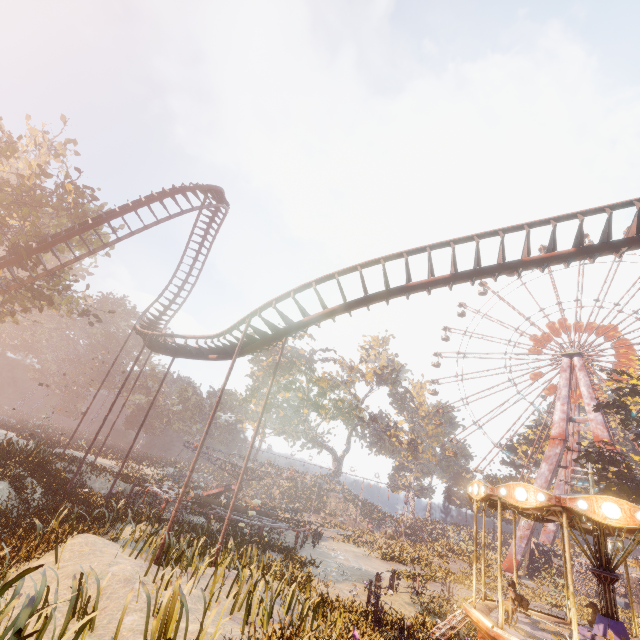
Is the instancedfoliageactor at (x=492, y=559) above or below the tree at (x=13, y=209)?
below

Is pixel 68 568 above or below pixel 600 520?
below

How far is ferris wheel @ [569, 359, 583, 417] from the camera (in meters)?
41.61

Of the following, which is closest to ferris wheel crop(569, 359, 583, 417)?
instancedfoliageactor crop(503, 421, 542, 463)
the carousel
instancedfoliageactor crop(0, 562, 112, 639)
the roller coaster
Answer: instancedfoliageactor crop(503, 421, 542, 463)

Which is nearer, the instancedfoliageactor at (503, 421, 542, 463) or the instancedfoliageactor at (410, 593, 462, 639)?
the instancedfoliageactor at (410, 593, 462, 639)

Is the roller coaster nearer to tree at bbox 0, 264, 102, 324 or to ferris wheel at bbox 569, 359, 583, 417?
tree at bbox 0, 264, 102, 324

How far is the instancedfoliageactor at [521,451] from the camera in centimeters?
5098cm

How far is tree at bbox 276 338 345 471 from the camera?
51.4m
